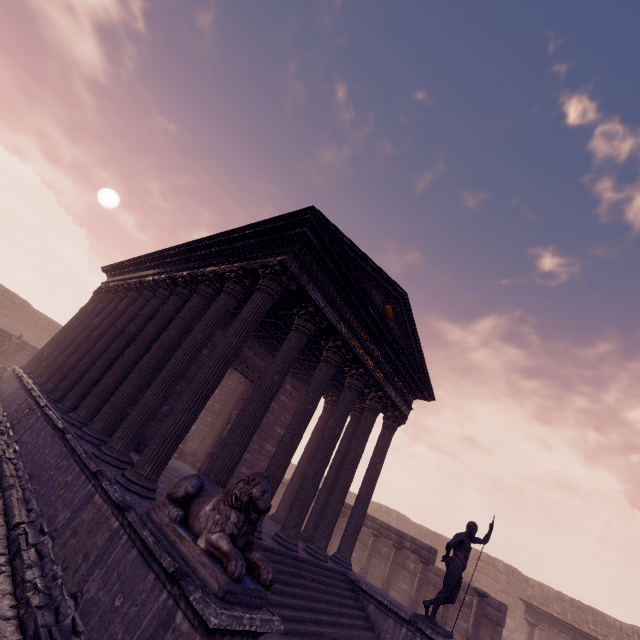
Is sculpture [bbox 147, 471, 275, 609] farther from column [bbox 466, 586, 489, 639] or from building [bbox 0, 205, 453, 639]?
column [bbox 466, 586, 489, 639]

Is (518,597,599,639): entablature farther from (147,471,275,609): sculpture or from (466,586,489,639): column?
(147,471,275,609): sculpture

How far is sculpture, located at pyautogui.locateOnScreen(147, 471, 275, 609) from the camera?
3.2m

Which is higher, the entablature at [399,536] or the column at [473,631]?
the entablature at [399,536]

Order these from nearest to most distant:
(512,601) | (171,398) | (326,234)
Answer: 1. (326,234)
2. (171,398)
3. (512,601)

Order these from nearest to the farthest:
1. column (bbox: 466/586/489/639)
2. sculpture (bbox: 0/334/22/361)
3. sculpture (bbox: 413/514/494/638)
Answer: sculpture (bbox: 413/514/494/638) → column (bbox: 466/586/489/639) → sculpture (bbox: 0/334/22/361)

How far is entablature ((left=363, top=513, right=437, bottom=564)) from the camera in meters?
12.9

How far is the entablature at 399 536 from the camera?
12.9m
